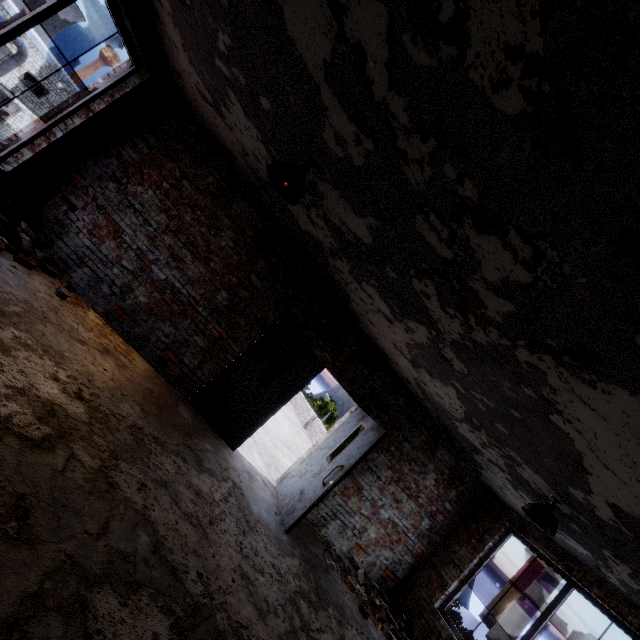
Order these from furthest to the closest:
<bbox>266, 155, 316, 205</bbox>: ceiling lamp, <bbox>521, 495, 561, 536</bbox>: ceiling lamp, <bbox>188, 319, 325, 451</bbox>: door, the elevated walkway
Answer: <bbox>188, 319, 325, 451</bbox>: door → <bbox>521, 495, 561, 536</bbox>: ceiling lamp → <bbox>266, 155, 316, 205</bbox>: ceiling lamp → the elevated walkway

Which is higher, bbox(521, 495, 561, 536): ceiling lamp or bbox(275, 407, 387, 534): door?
bbox(521, 495, 561, 536): ceiling lamp

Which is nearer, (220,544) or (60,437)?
(60,437)

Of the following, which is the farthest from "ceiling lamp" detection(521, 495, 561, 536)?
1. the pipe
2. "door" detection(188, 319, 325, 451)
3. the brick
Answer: the pipe

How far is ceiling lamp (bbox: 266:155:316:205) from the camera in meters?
2.8

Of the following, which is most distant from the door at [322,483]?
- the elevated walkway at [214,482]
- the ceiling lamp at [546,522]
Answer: the ceiling lamp at [546,522]

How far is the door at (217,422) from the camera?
5.55m

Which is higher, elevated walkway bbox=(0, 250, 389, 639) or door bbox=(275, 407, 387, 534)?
door bbox=(275, 407, 387, 534)
